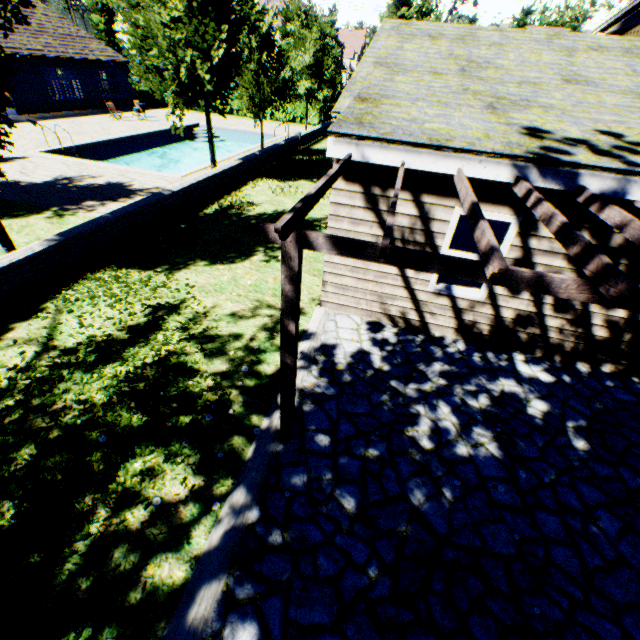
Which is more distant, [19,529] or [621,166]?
[621,166]

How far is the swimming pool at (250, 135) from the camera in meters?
19.4

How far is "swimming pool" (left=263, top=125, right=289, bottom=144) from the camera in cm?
2268

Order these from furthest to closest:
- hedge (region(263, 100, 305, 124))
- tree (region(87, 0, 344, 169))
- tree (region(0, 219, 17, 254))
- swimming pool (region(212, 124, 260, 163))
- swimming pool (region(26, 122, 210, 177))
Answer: hedge (region(263, 100, 305, 124)) < swimming pool (region(212, 124, 260, 163)) < swimming pool (region(26, 122, 210, 177)) < tree (region(87, 0, 344, 169)) < tree (region(0, 219, 17, 254))

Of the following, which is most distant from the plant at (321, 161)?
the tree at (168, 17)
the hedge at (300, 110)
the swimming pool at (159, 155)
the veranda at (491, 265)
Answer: the veranda at (491, 265)

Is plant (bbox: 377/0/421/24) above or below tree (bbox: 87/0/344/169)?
above

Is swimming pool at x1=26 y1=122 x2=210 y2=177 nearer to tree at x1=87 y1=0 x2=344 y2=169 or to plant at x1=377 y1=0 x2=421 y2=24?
tree at x1=87 y1=0 x2=344 y2=169
